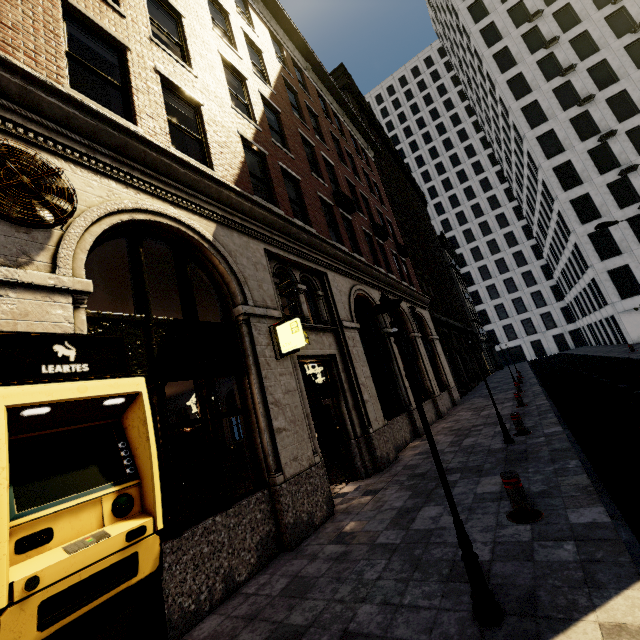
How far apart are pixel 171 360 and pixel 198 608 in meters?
3.2 m

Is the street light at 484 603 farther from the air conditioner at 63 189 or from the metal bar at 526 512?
the air conditioner at 63 189

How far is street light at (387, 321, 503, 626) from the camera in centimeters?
275cm

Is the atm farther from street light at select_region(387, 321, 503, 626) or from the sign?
the sign

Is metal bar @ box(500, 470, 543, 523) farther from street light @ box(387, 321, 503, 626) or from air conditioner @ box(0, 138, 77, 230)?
air conditioner @ box(0, 138, 77, 230)

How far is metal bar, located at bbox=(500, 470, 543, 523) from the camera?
4.2 meters

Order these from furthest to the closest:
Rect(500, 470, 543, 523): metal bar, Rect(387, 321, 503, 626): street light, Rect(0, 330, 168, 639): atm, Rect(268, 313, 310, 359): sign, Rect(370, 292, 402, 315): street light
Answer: Rect(268, 313, 310, 359): sign
Rect(500, 470, 543, 523): metal bar
Rect(370, 292, 402, 315): street light
Rect(387, 321, 503, 626): street light
Rect(0, 330, 168, 639): atm

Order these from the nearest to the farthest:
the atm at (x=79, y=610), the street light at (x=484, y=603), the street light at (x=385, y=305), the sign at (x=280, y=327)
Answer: the atm at (x=79, y=610), the street light at (x=484, y=603), the street light at (x=385, y=305), the sign at (x=280, y=327)
